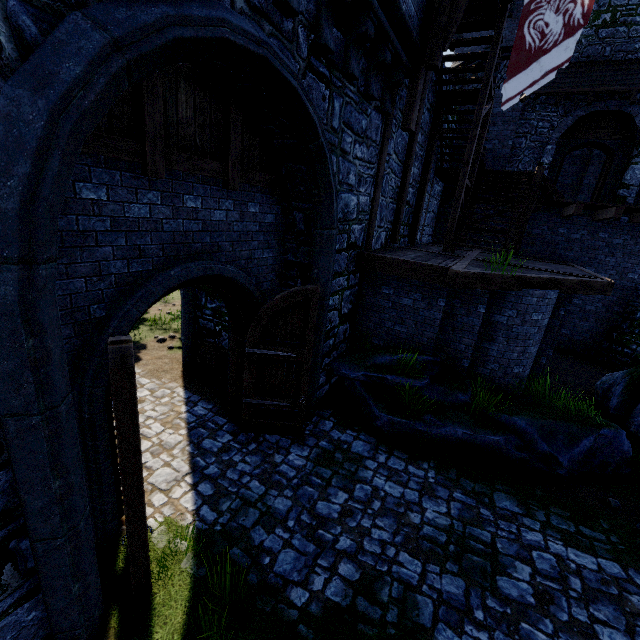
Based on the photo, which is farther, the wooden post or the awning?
the awning

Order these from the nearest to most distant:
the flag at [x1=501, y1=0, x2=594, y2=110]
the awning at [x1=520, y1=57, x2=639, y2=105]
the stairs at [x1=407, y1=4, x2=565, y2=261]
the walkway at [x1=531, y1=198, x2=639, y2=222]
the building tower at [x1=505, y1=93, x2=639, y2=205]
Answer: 1. the flag at [x1=501, y1=0, x2=594, y2=110]
2. the stairs at [x1=407, y1=4, x2=565, y2=261]
3. the walkway at [x1=531, y1=198, x2=639, y2=222]
4. the awning at [x1=520, y1=57, x2=639, y2=105]
5. the building tower at [x1=505, y1=93, x2=639, y2=205]

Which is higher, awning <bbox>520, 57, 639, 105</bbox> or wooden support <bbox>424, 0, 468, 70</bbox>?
awning <bbox>520, 57, 639, 105</bbox>

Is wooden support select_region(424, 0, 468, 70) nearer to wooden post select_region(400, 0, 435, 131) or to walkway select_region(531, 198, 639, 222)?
wooden post select_region(400, 0, 435, 131)

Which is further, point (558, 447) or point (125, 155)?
point (558, 447)

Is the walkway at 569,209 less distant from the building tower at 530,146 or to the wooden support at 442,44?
the building tower at 530,146

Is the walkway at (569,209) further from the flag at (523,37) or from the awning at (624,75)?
the flag at (523,37)

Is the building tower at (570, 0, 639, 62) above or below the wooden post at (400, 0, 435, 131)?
above
